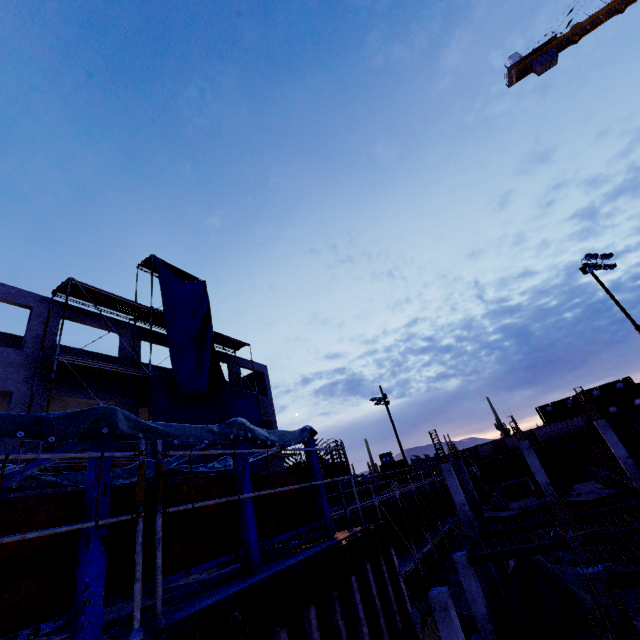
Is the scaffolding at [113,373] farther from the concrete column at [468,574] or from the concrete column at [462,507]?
the concrete column at [468,574]

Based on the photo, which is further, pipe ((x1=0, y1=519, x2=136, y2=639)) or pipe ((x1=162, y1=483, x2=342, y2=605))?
pipe ((x1=162, y1=483, x2=342, y2=605))

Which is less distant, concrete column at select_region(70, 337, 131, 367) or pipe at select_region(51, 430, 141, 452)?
pipe at select_region(51, 430, 141, 452)

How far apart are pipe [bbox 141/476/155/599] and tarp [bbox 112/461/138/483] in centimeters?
2cm

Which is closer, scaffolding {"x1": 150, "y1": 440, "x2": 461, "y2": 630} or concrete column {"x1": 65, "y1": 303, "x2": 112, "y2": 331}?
scaffolding {"x1": 150, "y1": 440, "x2": 461, "y2": 630}

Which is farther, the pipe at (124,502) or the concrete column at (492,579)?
the concrete column at (492,579)

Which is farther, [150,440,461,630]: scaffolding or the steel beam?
the steel beam

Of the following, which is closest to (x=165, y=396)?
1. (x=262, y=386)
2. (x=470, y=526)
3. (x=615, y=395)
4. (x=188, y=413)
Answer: (x=188, y=413)
